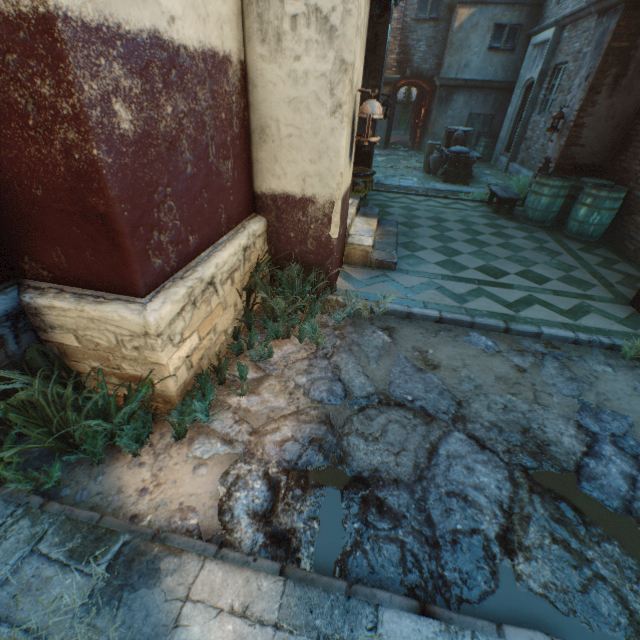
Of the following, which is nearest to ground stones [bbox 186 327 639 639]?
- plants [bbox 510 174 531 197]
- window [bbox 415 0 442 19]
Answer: plants [bbox 510 174 531 197]

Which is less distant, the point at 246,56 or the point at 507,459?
the point at 507,459

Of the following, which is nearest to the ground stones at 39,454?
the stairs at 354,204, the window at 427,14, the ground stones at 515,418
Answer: the ground stones at 515,418

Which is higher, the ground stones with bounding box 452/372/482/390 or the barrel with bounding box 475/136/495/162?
the barrel with bounding box 475/136/495/162

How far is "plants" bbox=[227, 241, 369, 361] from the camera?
3.2m

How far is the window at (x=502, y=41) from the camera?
12.20m

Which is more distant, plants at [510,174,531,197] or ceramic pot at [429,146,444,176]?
ceramic pot at [429,146,444,176]

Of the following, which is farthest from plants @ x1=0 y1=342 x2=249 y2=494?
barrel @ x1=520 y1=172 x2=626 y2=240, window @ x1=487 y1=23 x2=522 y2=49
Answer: window @ x1=487 y1=23 x2=522 y2=49
